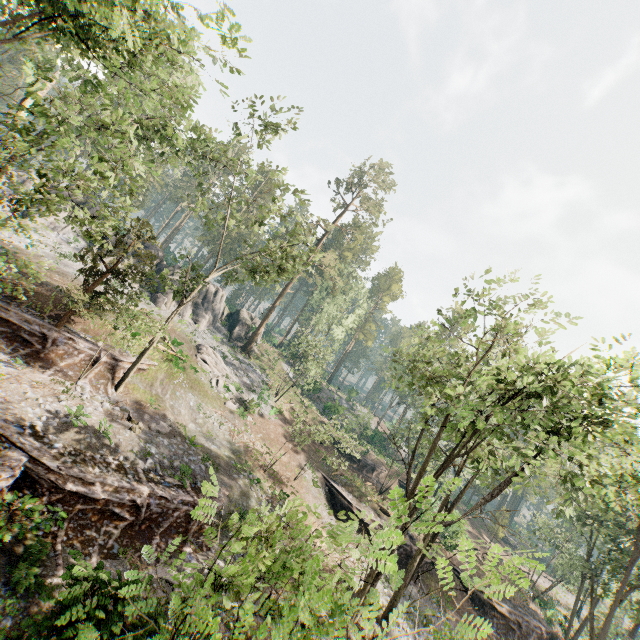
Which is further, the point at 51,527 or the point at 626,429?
the point at 626,429

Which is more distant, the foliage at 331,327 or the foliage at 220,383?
the foliage at 331,327

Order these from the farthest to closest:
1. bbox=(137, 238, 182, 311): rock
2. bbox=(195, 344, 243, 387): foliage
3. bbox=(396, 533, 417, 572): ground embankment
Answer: bbox=(137, 238, 182, 311): rock → bbox=(195, 344, 243, 387): foliage → bbox=(396, 533, 417, 572): ground embankment

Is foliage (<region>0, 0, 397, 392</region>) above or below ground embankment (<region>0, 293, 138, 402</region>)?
above

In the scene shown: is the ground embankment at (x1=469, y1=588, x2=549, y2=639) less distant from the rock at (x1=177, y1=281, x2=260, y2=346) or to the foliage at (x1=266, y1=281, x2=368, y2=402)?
the foliage at (x1=266, y1=281, x2=368, y2=402)

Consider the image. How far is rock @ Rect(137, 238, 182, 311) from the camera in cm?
3609

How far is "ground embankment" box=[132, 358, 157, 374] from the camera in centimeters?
2208cm

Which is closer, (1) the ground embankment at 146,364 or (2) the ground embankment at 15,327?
(2) the ground embankment at 15,327
